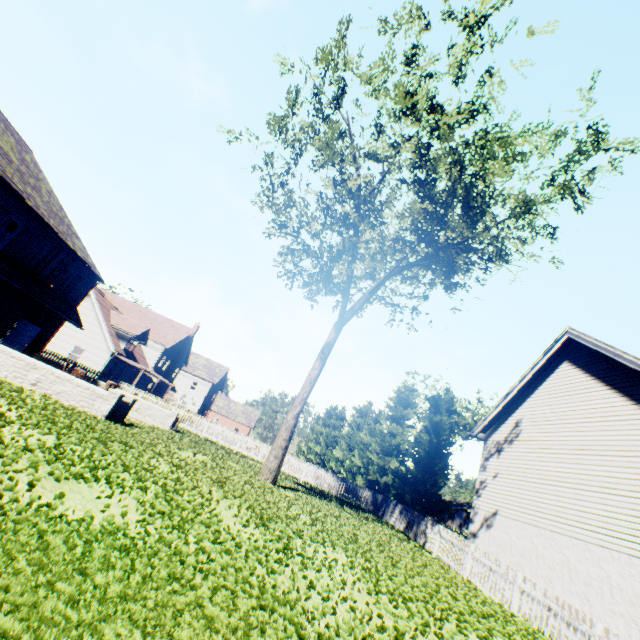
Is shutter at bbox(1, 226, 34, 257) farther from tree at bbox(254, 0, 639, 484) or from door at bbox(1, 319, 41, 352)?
tree at bbox(254, 0, 639, 484)

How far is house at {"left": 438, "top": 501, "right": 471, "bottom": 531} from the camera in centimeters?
5391cm

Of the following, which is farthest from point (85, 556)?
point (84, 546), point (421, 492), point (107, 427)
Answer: point (421, 492)

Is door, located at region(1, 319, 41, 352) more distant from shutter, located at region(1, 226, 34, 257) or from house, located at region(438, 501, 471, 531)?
house, located at region(438, 501, 471, 531)

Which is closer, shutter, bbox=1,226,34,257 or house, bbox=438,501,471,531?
shutter, bbox=1,226,34,257

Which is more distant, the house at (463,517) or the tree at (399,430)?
the house at (463,517)

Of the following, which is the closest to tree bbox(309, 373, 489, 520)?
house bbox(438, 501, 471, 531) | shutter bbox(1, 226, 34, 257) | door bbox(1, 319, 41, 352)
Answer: house bbox(438, 501, 471, 531)

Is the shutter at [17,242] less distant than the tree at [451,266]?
No
